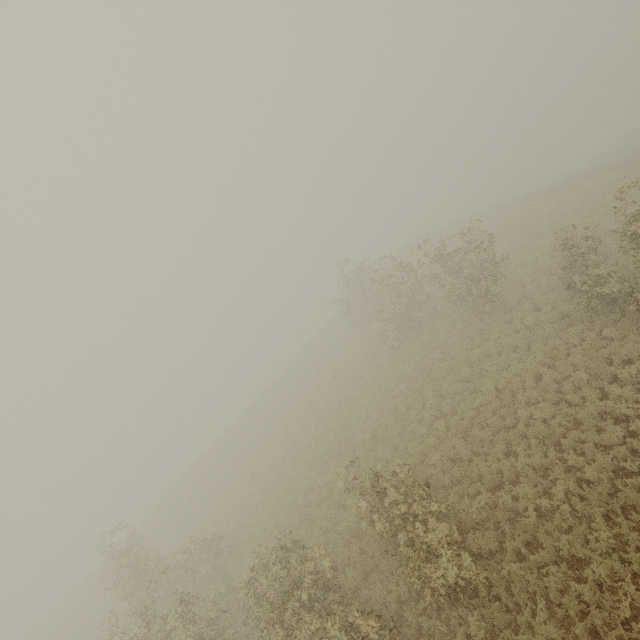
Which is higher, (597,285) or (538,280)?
(597,285)
